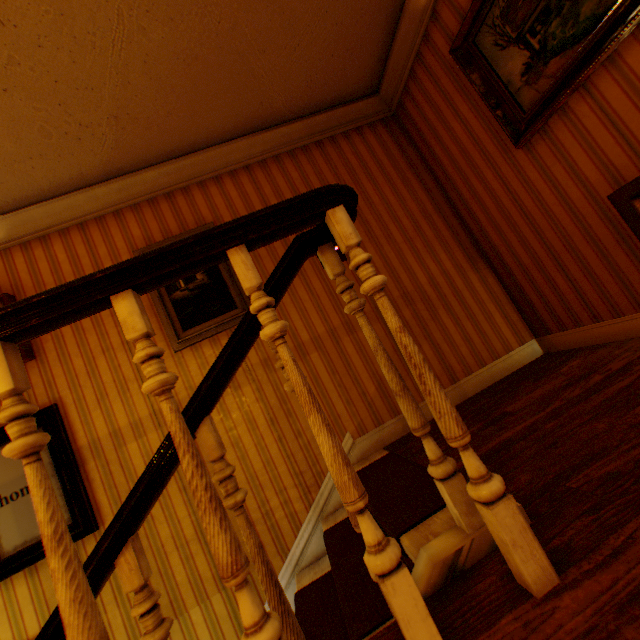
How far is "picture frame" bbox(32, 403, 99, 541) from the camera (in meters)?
2.34

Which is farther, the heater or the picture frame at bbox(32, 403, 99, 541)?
the picture frame at bbox(32, 403, 99, 541)

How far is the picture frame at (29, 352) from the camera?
2.52m

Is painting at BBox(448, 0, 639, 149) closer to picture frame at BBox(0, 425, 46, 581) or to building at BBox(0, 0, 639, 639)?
building at BBox(0, 0, 639, 639)

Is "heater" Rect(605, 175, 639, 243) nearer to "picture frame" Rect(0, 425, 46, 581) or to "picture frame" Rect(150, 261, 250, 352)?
"picture frame" Rect(150, 261, 250, 352)

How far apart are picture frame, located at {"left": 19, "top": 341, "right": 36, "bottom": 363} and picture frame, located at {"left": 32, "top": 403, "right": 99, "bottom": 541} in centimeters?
39cm

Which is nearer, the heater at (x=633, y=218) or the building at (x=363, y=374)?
the building at (x=363, y=374)

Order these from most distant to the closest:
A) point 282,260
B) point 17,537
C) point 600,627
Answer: point 17,537, point 282,260, point 600,627
